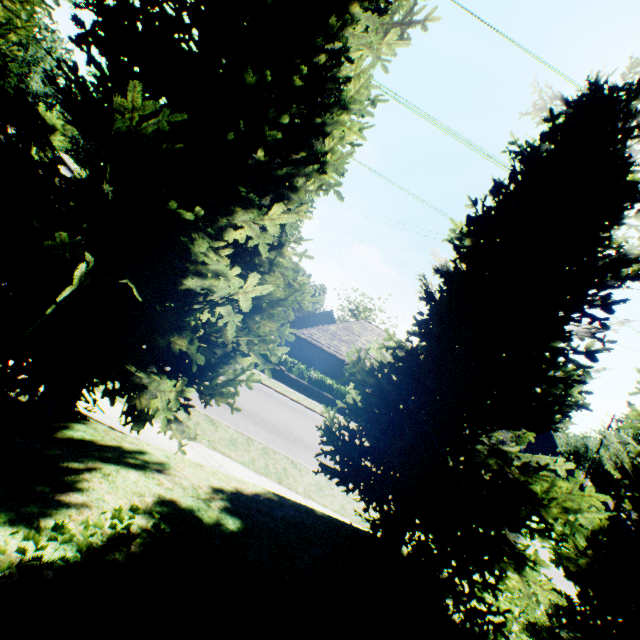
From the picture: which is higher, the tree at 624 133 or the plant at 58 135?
the plant at 58 135

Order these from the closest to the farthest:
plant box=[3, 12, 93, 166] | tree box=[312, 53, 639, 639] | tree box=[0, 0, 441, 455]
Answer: tree box=[0, 0, 441, 455]
tree box=[312, 53, 639, 639]
plant box=[3, 12, 93, 166]

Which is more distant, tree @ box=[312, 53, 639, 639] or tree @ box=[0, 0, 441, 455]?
tree @ box=[312, 53, 639, 639]

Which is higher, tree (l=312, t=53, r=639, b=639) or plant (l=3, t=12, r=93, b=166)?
plant (l=3, t=12, r=93, b=166)

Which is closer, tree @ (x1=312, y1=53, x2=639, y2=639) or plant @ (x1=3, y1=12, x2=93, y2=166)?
tree @ (x1=312, y1=53, x2=639, y2=639)

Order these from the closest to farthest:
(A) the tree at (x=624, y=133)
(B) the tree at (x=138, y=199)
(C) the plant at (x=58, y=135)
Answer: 1. (B) the tree at (x=138, y=199)
2. (A) the tree at (x=624, y=133)
3. (C) the plant at (x=58, y=135)

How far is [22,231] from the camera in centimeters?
397cm
